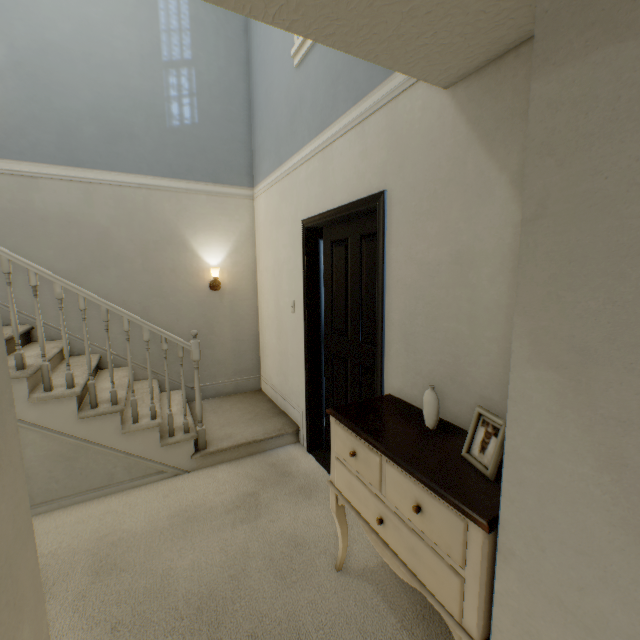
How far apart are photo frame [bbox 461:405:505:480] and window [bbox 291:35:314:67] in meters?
2.4 m

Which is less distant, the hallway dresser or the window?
the hallway dresser

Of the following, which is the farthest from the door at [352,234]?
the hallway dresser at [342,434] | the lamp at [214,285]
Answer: the lamp at [214,285]

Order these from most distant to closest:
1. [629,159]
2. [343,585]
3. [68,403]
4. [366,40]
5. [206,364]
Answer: [206,364] → [68,403] → [343,585] → [366,40] → [629,159]

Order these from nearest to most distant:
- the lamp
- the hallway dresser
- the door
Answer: the hallway dresser
the door
the lamp

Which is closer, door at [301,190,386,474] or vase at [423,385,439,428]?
vase at [423,385,439,428]

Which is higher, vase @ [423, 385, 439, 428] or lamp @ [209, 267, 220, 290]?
lamp @ [209, 267, 220, 290]

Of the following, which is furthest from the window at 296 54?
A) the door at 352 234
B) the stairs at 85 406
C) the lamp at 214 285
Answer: the lamp at 214 285
